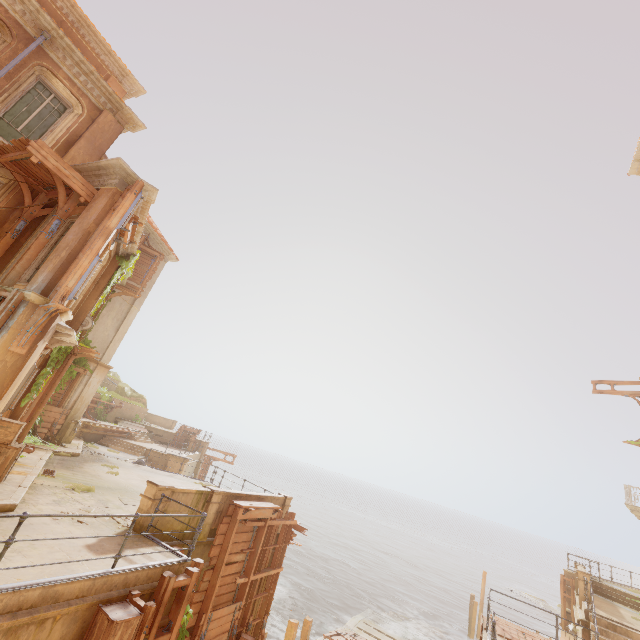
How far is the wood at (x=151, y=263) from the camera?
19.2 meters

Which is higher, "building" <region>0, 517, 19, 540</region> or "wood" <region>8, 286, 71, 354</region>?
"wood" <region>8, 286, 71, 354</region>

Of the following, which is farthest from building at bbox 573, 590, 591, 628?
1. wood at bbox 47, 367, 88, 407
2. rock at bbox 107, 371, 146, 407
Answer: rock at bbox 107, 371, 146, 407

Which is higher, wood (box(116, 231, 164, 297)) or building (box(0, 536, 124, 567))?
wood (box(116, 231, 164, 297))

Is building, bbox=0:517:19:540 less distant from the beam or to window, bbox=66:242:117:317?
the beam

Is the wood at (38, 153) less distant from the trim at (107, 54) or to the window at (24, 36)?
the window at (24, 36)

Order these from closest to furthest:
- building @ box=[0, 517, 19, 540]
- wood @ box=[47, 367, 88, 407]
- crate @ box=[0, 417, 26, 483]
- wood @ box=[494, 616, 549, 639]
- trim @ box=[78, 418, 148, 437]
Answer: building @ box=[0, 517, 19, 540], crate @ box=[0, 417, 26, 483], wood @ box=[494, 616, 549, 639], wood @ box=[47, 367, 88, 407], trim @ box=[78, 418, 148, 437]

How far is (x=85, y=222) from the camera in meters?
9.2
